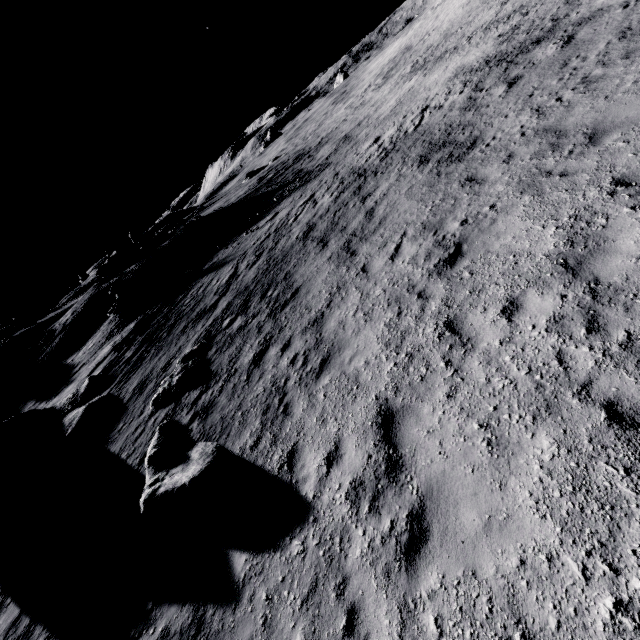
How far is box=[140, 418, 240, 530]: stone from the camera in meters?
6.7 m

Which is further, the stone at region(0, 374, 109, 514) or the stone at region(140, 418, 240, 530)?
the stone at region(0, 374, 109, 514)

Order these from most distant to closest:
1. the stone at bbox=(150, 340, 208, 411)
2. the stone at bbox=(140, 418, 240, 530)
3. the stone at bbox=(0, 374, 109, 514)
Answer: the stone at bbox=(0, 374, 109, 514) < the stone at bbox=(150, 340, 208, 411) < the stone at bbox=(140, 418, 240, 530)

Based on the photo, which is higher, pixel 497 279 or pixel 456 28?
pixel 456 28

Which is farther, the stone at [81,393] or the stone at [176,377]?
the stone at [81,393]

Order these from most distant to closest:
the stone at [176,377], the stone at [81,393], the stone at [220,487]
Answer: the stone at [81,393] → the stone at [176,377] → the stone at [220,487]

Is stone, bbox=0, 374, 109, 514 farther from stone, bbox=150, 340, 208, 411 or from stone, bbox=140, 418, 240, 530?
stone, bbox=140, 418, 240, 530
